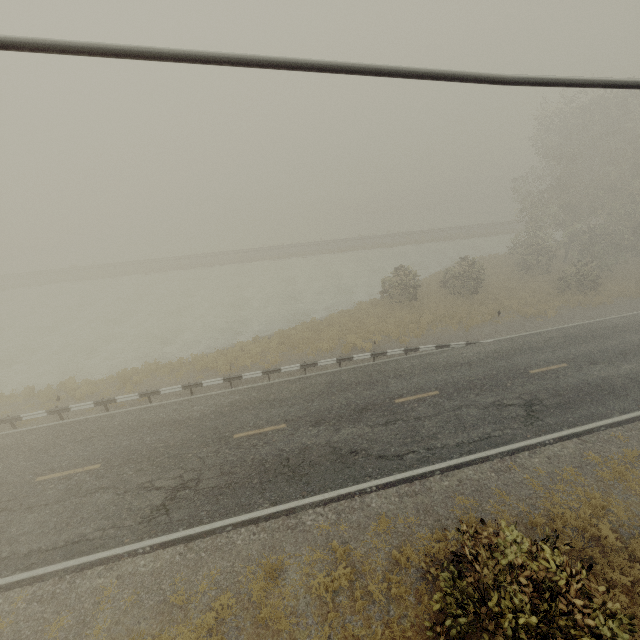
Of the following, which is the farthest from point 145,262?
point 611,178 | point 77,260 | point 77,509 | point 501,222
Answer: point 501,222
